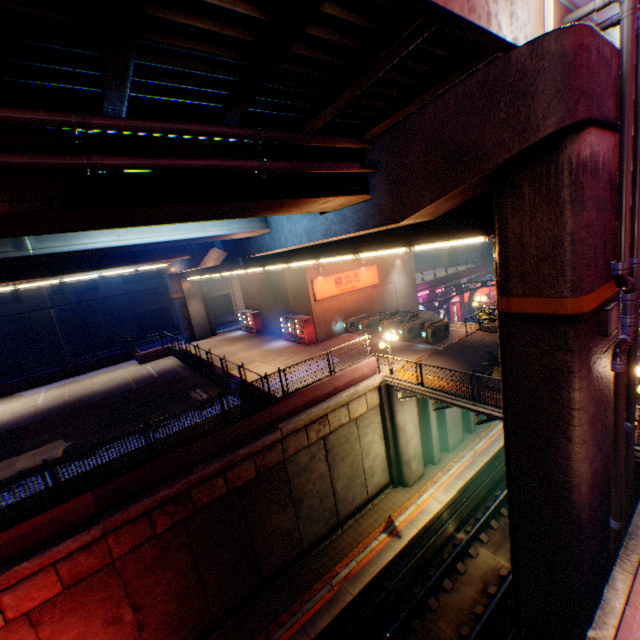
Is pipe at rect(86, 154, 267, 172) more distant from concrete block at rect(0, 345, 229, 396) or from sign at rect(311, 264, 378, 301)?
sign at rect(311, 264, 378, 301)

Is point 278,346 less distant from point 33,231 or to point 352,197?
point 352,197

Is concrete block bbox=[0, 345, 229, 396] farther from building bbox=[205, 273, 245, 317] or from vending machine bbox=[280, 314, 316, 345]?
building bbox=[205, 273, 245, 317]

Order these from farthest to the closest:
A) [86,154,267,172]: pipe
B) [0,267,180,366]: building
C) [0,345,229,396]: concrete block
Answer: [0,267,180,366]: building → [0,345,229,396]: concrete block → [86,154,267,172]: pipe

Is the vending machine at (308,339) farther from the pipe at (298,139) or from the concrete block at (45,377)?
the pipe at (298,139)

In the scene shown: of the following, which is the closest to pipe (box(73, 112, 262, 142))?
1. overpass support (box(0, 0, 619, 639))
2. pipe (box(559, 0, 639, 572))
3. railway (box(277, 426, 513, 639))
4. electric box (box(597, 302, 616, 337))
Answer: overpass support (box(0, 0, 619, 639))

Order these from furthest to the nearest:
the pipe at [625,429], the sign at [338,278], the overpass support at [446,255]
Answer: the overpass support at [446,255] < the sign at [338,278] < the pipe at [625,429]

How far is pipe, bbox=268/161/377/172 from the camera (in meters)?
6.20
